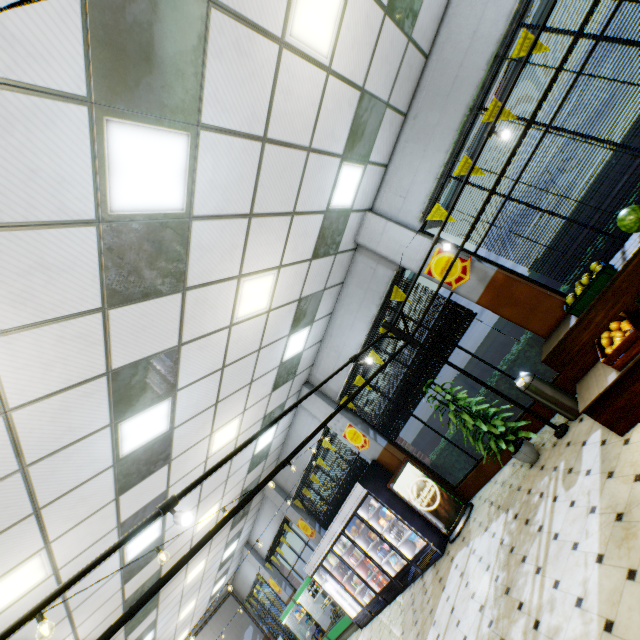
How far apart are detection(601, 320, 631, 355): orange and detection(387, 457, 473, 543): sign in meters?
4.8

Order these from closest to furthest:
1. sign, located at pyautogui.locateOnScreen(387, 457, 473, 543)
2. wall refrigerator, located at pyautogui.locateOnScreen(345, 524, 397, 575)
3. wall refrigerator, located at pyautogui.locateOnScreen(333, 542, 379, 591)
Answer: sign, located at pyautogui.locateOnScreen(387, 457, 473, 543) → wall refrigerator, located at pyautogui.locateOnScreen(345, 524, 397, 575) → wall refrigerator, located at pyautogui.locateOnScreen(333, 542, 379, 591)

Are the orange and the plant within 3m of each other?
yes

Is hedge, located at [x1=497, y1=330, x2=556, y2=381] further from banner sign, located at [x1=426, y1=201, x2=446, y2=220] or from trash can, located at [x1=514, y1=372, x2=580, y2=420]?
Result: banner sign, located at [x1=426, y1=201, x2=446, y2=220]

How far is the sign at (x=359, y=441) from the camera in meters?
8.5 m

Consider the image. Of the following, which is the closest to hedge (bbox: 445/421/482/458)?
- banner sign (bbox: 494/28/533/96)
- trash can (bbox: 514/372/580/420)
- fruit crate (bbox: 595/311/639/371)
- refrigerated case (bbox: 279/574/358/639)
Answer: trash can (bbox: 514/372/580/420)

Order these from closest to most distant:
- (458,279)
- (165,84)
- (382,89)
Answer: (165,84) < (382,89) < (458,279)

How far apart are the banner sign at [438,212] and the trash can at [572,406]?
3.0m
